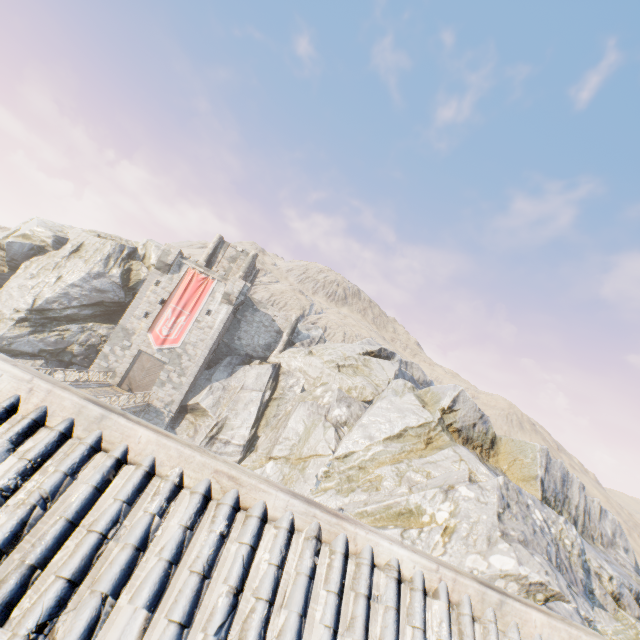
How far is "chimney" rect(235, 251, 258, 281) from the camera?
39.0 meters

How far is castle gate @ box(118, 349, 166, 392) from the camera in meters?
30.9 m

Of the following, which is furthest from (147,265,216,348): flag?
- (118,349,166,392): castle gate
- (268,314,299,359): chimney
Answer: (268,314,299,359): chimney

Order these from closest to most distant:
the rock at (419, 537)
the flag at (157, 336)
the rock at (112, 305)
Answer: the rock at (419, 537), the rock at (112, 305), the flag at (157, 336)

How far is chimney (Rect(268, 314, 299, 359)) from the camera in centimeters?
3566cm

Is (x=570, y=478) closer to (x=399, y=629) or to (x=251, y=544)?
(x=399, y=629)

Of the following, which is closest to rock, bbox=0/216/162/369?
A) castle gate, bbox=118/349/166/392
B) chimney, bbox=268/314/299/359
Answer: chimney, bbox=268/314/299/359

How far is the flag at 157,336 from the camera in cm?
3180
